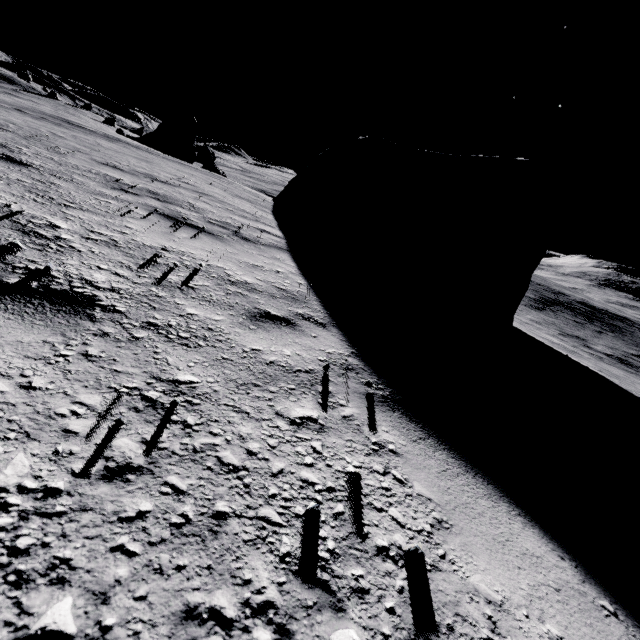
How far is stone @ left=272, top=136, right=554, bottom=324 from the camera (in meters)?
11.45

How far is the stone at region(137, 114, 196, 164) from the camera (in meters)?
33.26

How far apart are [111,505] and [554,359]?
9.62m

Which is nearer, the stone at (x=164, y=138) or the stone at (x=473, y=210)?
the stone at (x=473, y=210)

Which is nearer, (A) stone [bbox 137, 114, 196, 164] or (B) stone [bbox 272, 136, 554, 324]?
(B) stone [bbox 272, 136, 554, 324]

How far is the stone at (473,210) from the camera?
11.45m
